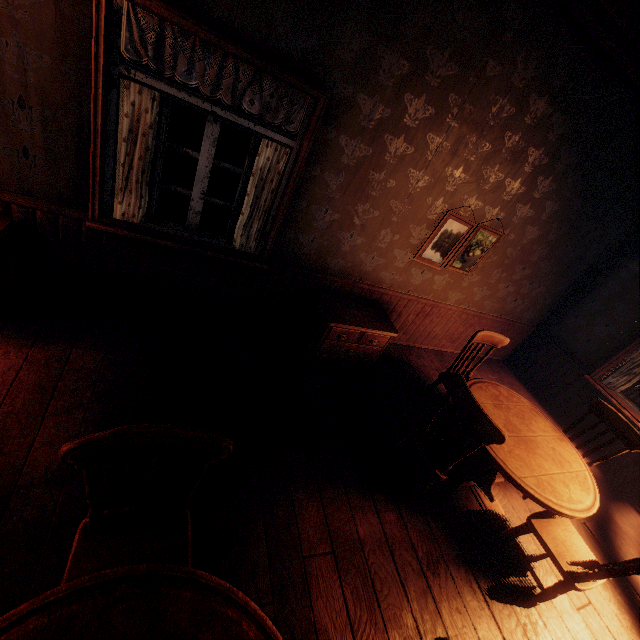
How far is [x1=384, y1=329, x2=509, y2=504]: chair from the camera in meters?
2.4

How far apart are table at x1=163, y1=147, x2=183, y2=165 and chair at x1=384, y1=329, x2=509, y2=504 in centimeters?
382cm

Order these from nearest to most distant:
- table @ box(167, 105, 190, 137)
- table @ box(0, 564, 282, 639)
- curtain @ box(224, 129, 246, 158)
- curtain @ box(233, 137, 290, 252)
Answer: table @ box(0, 564, 282, 639) → curtain @ box(233, 137, 290, 252) → curtain @ box(224, 129, 246, 158) → table @ box(167, 105, 190, 137)

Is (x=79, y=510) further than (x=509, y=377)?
No

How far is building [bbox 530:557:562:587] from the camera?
2.9m

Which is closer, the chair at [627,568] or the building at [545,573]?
the chair at [627,568]

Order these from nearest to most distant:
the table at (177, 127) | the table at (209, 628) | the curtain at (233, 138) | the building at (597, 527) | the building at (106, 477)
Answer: the table at (209, 628), the building at (106, 477), the building at (597, 527), the curtain at (233, 138), the table at (177, 127)

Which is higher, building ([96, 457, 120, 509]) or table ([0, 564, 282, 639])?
table ([0, 564, 282, 639])
